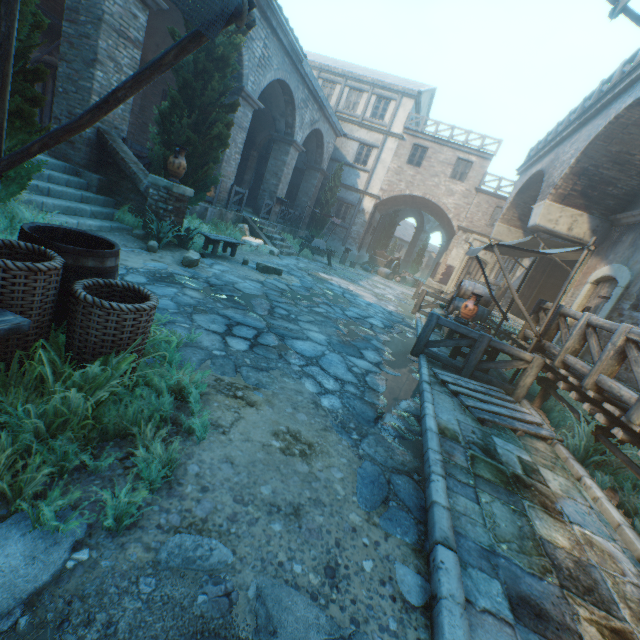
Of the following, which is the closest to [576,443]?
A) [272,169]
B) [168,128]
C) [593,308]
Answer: [593,308]

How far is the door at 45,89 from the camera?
Result: 10.2m

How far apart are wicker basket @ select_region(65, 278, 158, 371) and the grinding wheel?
13.8m

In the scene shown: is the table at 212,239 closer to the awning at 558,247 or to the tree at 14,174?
the tree at 14,174

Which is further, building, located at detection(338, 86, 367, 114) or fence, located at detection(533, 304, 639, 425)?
building, located at detection(338, 86, 367, 114)

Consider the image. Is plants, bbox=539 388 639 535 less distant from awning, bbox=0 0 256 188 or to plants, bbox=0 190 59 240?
awning, bbox=0 0 256 188

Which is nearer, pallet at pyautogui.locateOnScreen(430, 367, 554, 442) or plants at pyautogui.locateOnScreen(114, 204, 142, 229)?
pallet at pyautogui.locateOnScreen(430, 367, 554, 442)

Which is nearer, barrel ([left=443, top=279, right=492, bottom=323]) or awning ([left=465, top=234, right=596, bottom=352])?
awning ([left=465, top=234, right=596, bottom=352])
